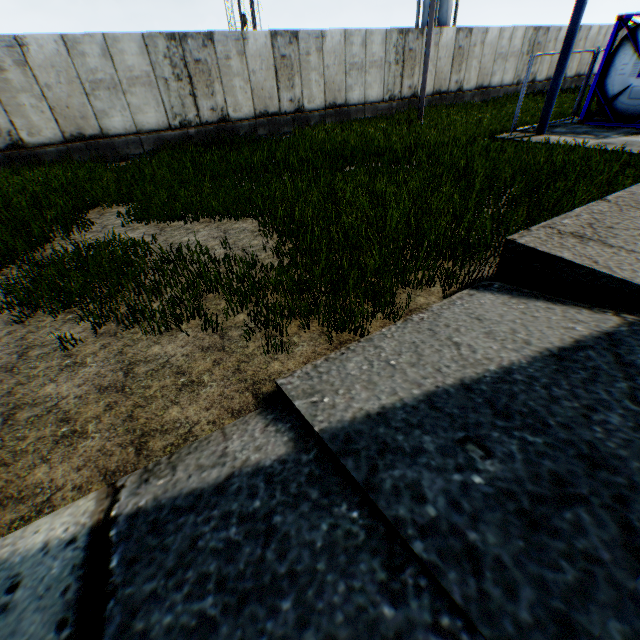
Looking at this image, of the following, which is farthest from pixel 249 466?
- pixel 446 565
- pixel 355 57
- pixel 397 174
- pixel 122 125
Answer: pixel 355 57

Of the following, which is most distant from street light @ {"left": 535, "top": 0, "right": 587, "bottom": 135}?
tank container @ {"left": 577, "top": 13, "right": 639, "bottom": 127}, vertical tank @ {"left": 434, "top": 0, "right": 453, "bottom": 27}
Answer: vertical tank @ {"left": 434, "top": 0, "right": 453, "bottom": 27}

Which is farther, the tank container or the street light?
the tank container

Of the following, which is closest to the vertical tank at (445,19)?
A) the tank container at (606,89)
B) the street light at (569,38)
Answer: the tank container at (606,89)

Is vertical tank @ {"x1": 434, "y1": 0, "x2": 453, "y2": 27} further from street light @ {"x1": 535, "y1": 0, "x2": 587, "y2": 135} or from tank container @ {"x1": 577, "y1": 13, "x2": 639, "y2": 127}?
street light @ {"x1": 535, "y1": 0, "x2": 587, "y2": 135}

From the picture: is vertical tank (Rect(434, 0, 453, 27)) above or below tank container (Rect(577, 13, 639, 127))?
above

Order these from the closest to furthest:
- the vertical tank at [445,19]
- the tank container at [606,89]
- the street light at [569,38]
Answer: the street light at [569,38]
the tank container at [606,89]
the vertical tank at [445,19]
